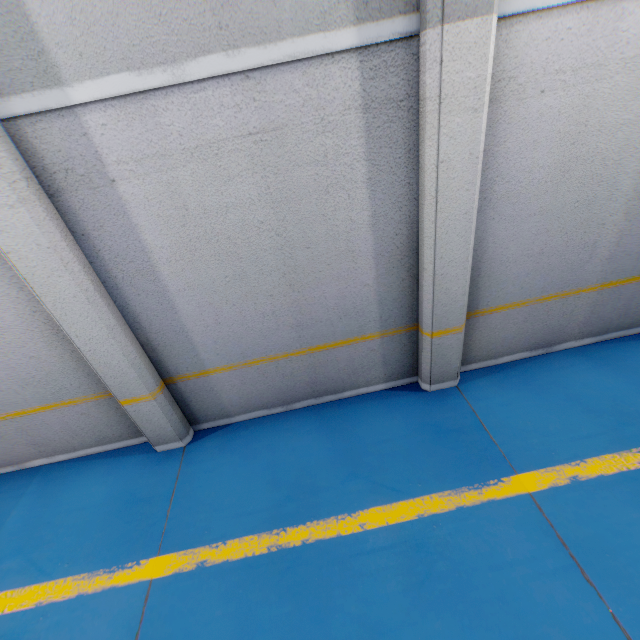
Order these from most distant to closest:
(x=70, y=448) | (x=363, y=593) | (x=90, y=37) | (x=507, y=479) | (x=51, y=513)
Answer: (x=70, y=448), (x=51, y=513), (x=507, y=479), (x=363, y=593), (x=90, y=37)
